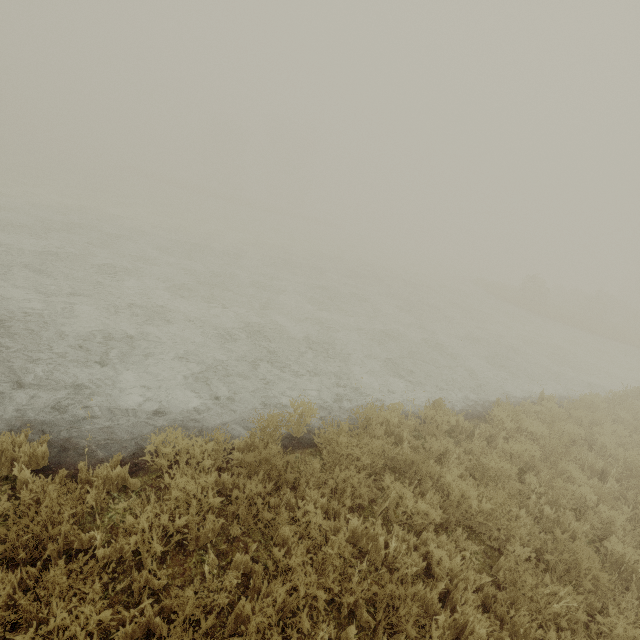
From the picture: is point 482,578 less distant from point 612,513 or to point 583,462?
point 612,513
